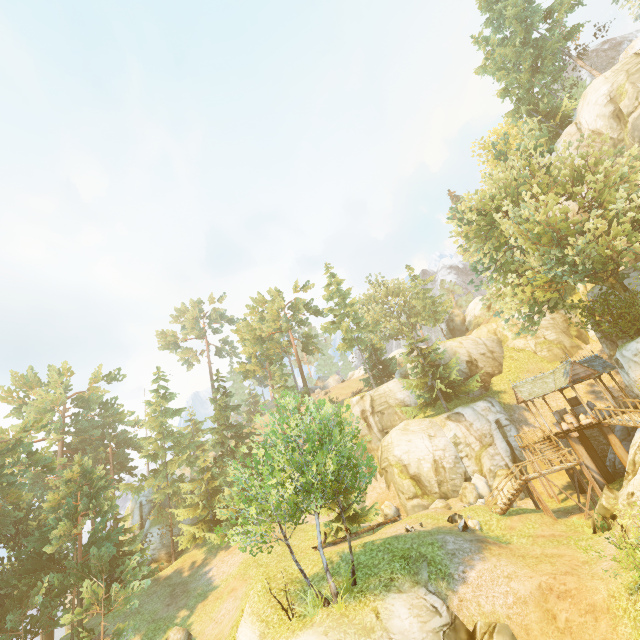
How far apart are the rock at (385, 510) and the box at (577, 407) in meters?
16.8

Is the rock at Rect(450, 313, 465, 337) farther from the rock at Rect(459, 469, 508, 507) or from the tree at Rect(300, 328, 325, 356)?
the rock at Rect(459, 469, 508, 507)

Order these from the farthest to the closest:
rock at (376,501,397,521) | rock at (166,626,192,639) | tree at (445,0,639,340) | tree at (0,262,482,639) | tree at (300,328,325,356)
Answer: tree at (300,328,325,356)
rock at (376,501,397,521)
tree at (445,0,639,340)
rock at (166,626,192,639)
tree at (0,262,482,639)

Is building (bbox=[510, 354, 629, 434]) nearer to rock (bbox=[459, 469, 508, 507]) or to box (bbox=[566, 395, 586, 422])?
box (bbox=[566, 395, 586, 422])

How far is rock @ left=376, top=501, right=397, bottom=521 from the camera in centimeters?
2770cm

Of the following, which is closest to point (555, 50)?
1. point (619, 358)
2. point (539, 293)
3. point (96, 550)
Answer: point (539, 293)

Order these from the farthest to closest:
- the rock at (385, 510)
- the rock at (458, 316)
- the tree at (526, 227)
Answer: the rock at (458, 316) < the rock at (385, 510) < the tree at (526, 227)

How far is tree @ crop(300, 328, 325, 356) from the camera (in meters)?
48.41
